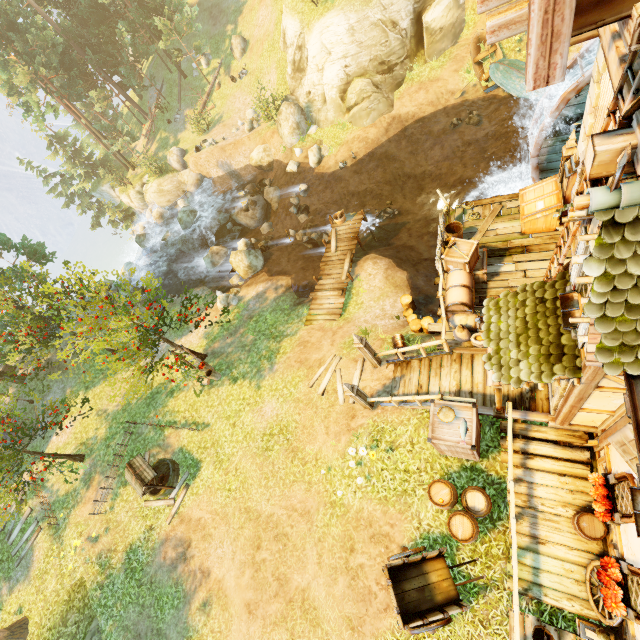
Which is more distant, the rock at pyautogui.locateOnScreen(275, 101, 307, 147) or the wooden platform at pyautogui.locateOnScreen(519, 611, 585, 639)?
the rock at pyautogui.locateOnScreen(275, 101, 307, 147)

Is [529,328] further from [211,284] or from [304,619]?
[211,284]

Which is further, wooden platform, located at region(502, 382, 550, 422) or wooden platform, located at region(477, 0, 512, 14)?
wooden platform, located at region(502, 382, 550, 422)

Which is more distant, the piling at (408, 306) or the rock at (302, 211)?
the rock at (302, 211)

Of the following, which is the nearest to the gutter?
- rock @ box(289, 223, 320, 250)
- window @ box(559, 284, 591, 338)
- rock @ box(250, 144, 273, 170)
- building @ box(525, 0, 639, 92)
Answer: building @ box(525, 0, 639, 92)

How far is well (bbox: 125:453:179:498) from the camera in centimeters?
1314cm

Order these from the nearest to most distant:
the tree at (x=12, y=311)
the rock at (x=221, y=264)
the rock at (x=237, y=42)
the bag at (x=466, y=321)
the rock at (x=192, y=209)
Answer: the bag at (x=466, y=321), the tree at (x=12, y=311), the rock at (x=221, y=264), the rock at (x=192, y=209), the rock at (x=237, y=42)

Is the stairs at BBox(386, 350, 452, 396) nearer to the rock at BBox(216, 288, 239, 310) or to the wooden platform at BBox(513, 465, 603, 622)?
the wooden platform at BBox(513, 465, 603, 622)
